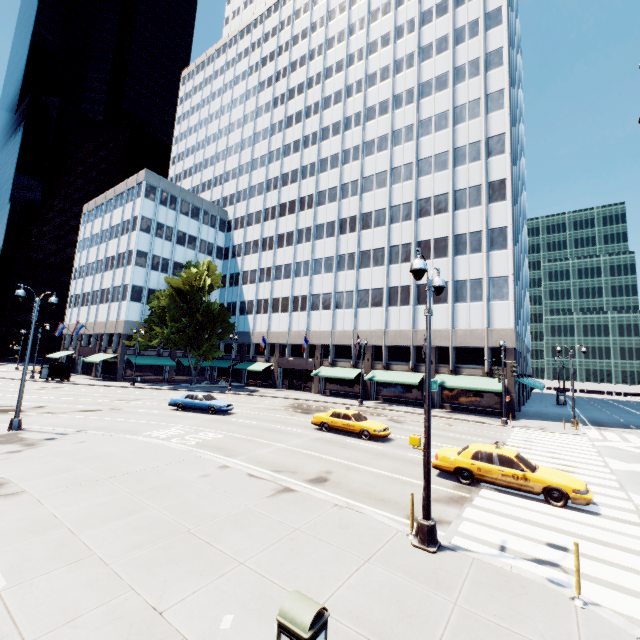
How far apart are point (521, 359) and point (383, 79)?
43.4 meters

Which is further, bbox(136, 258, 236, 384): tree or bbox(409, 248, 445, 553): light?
bbox(136, 258, 236, 384): tree

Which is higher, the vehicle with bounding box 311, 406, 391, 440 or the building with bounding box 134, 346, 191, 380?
the building with bounding box 134, 346, 191, 380

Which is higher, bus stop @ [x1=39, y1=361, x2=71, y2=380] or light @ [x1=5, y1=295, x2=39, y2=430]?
bus stop @ [x1=39, y1=361, x2=71, y2=380]

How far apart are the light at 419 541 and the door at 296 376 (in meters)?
39.15

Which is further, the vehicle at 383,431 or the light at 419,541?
the vehicle at 383,431

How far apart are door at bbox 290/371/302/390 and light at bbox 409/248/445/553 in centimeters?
3915cm

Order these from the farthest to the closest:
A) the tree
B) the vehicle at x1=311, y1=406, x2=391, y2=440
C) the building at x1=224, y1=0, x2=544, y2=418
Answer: the tree
the building at x1=224, y1=0, x2=544, y2=418
the vehicle at x1=311, y1=406, x2=391, y2=440
